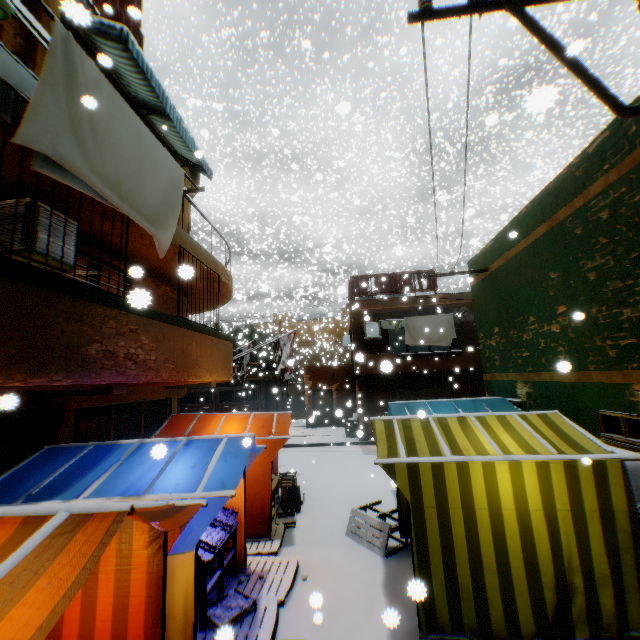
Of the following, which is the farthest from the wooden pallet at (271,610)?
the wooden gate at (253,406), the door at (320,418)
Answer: the door at (320,418)

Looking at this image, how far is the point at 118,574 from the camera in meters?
3.2

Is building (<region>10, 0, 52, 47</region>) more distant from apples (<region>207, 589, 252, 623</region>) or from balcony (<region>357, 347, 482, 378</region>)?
apples (<region>207, 589, 252, 623</region>)

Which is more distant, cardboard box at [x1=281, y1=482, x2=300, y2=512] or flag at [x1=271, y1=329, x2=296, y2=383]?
flag at [x1=271, y1=329, x2=296, y2=383]

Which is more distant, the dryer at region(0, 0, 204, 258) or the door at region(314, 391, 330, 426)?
the door at region(314, 391, 330, 426)

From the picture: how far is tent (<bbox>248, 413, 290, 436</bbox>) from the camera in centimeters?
756cm

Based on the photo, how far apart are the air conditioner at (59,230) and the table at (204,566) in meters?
4.3 m

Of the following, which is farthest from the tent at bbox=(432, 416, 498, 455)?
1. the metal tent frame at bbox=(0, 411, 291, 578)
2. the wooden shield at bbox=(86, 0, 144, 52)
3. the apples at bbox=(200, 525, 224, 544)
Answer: the wooden shield at bbox=(86, 0, 144, 52)
